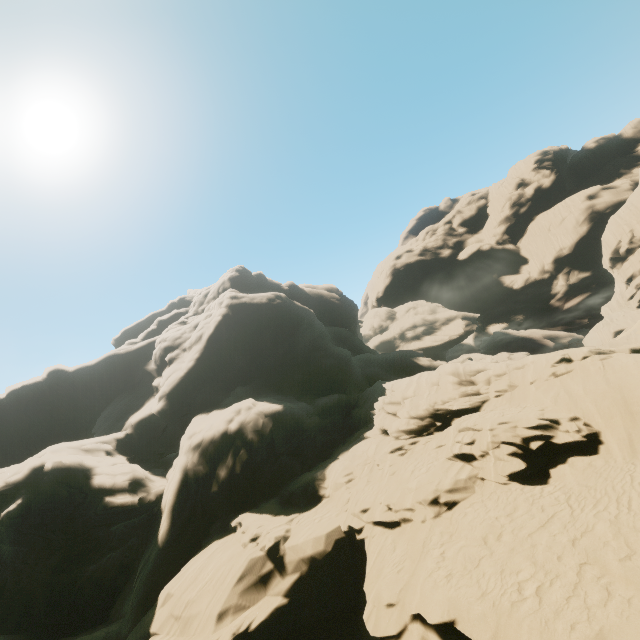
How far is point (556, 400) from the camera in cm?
1572
